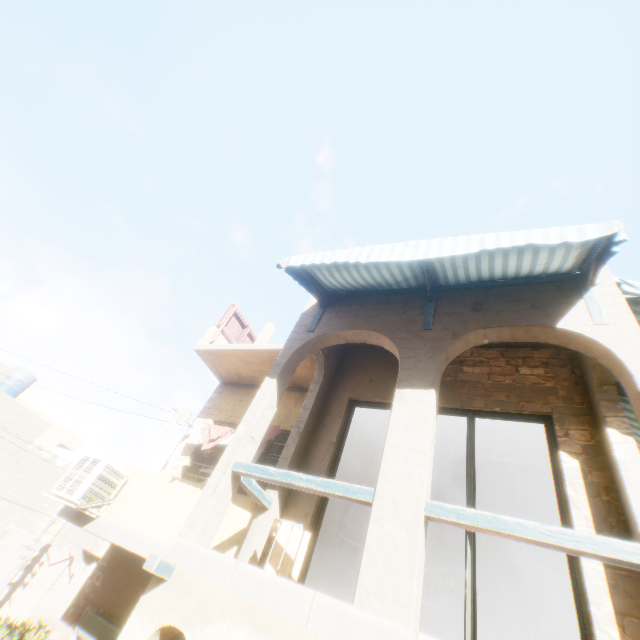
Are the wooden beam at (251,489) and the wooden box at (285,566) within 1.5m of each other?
yes

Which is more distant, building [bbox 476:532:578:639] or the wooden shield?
the wooden shield

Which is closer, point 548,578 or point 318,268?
point 318,268

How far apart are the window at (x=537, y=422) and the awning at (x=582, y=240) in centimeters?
141cm

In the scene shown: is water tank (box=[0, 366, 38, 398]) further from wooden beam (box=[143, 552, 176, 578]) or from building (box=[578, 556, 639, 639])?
wooden beam (box=[143, 552, 176, 578])

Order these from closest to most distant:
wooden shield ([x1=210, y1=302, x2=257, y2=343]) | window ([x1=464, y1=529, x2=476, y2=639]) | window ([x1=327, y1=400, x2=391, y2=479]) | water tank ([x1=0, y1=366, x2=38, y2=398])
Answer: window ([x1=464, y1=529, x2=476, y2=639]) < window ([x1=327, y1=400, x2=391, y2=479]) < wooden shield ([x1=210, y1=302, x2=257, y2=343]) < water tank ([x1=0, y1=366, x2=38, y2=398])

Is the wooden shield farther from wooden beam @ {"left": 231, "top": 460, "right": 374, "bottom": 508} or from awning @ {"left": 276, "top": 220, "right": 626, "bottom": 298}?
wooden beam @ {"left": 231, "top": 460, "right": 374, "bottom": 508}

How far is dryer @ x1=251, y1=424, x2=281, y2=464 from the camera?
6.9 meters
